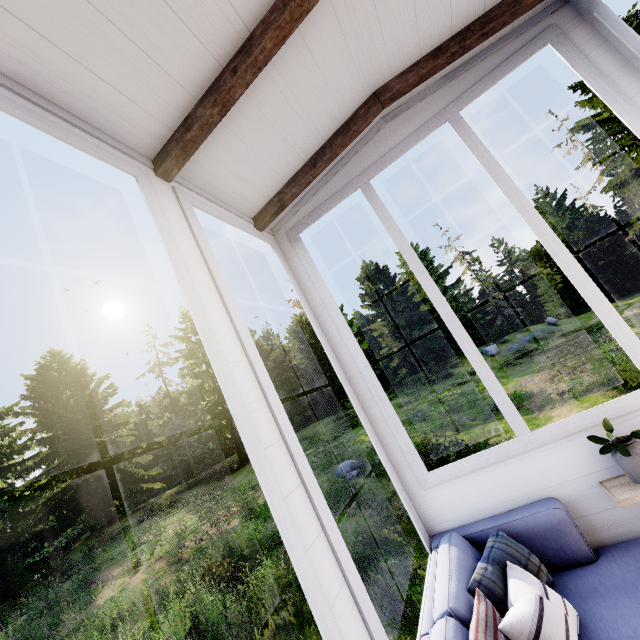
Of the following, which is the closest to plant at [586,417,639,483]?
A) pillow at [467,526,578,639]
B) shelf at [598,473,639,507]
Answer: shelf at [598,473,639,507]

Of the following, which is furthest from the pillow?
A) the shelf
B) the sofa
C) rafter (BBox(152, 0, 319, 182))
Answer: rafter (BBox(152, 0, 319, 182))

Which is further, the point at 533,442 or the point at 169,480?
the point at 169,480

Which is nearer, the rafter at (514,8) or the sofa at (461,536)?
the sofa at (461,536)

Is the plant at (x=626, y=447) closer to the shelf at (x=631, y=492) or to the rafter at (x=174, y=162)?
the shelf at (x=631, y=492)

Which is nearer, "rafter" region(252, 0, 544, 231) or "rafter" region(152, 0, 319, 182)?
"rafter" region(152, 0, 319, 182)

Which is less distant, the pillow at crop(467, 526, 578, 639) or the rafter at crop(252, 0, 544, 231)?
the pillow at crop(467, 526, 578, 639)

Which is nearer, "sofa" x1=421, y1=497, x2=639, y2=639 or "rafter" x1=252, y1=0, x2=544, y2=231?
"sofa" x1=421, y1=497, x2=639, y2=639
